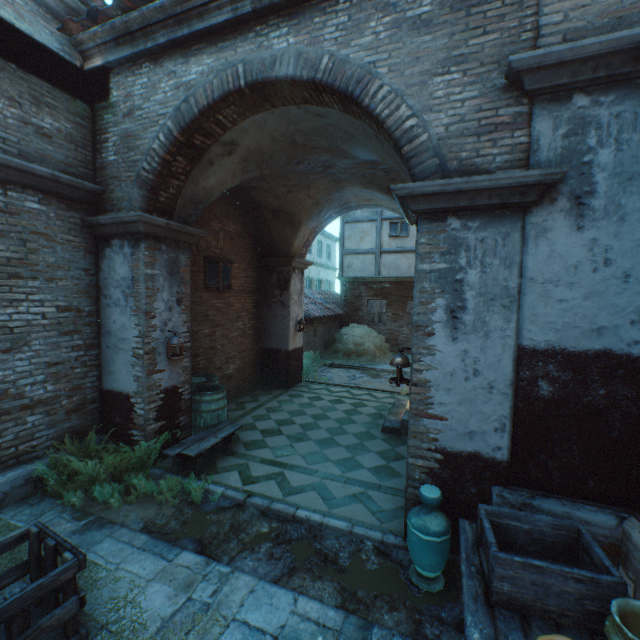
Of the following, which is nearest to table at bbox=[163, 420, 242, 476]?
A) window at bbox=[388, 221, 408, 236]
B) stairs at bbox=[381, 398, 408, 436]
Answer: stairs at bbox=[381, 398, 408, 436]

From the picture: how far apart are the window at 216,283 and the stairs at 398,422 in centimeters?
494cm

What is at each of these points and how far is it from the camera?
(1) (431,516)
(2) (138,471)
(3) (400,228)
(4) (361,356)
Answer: (1) ceramic pot, 3.1m
(2) plants, 5.0m
(3) window, 16.0m
(4) straw pile, 13.9m

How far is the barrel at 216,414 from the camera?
6.0 meters

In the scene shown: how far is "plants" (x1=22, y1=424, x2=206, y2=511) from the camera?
4.3 meters

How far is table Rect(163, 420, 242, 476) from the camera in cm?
483

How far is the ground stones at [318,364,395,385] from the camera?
10.9m

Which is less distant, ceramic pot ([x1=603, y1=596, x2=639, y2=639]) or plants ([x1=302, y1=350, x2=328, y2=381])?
ceramic pot ([x1=603, y1=596, x2=639, y2=639])
